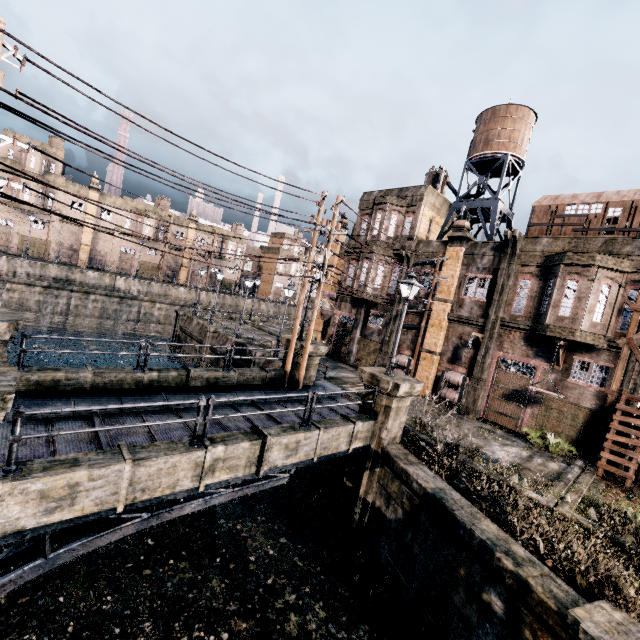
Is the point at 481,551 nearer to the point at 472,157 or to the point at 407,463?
the point at 407,463

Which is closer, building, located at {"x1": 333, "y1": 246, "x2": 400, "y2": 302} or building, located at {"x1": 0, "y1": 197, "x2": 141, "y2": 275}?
building, located at {"x1": 333, "y1": 246, "x2": 400, "y2": 302}

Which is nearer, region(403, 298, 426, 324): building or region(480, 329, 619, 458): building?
region(480, 329, 619, 458): building

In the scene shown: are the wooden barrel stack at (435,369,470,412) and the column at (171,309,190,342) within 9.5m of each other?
no

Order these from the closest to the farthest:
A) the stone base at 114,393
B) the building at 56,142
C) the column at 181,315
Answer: the stone base at 114,393, the column at 181,315, the building at 56,142

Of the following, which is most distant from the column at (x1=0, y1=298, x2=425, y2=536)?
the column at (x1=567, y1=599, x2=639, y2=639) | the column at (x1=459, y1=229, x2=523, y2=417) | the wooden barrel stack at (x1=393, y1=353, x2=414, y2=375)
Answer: the column at (x1=459, y1=229, x2=523, y2=417)

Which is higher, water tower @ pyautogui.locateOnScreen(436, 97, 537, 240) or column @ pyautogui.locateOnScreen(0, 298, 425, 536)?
water tower @ pyautogui.locateOnScreen(436, 97, 537, 240)

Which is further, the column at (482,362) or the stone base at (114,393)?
the column at (482,362)
